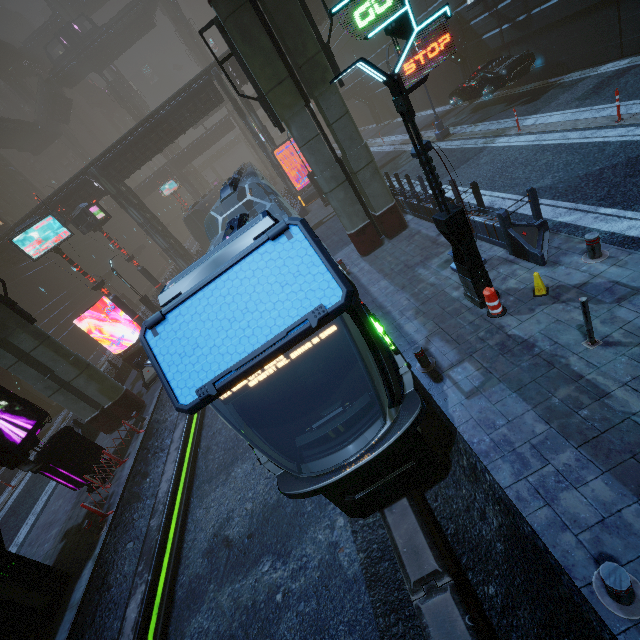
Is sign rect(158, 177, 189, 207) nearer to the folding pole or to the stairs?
the stairs

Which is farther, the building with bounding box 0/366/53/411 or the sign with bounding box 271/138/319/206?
the sign with bounding box 271/138/319/206

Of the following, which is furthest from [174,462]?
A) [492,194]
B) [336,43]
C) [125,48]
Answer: [125,48]

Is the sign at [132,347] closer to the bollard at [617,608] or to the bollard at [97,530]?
the bollard at [97,530]

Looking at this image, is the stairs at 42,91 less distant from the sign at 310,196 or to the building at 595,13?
the building at 595,13

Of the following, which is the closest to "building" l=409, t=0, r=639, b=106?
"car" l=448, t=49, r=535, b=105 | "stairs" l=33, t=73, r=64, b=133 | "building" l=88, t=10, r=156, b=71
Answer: "car" l=448, t=49, r=535, b=105

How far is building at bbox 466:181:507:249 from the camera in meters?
8.6

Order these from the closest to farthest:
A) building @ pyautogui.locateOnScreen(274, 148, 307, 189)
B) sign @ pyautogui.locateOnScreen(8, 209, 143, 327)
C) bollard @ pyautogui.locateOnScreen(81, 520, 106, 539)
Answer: bollard @ pyautogui.locateOnScreen(81, 520, 106, 539)
sign @ pyautogui.locateOnScreen(8, 209, 143, 327)
building @ pyautogui.locateOnScreen(274, 148, 307, 189)
